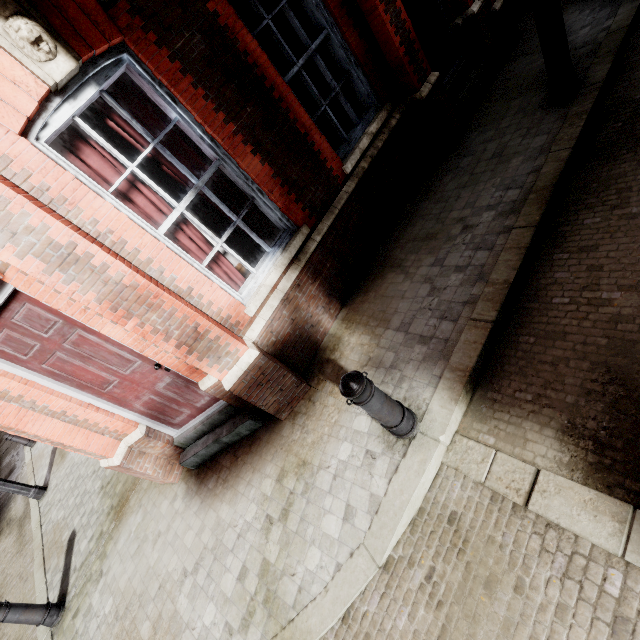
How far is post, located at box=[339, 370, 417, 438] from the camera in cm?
254

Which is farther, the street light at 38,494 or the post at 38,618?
the street light at 38,494

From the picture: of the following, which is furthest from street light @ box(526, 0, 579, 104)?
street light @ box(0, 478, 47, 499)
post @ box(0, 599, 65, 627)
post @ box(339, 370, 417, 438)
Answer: street light @ box(0, 478, 47, 499)

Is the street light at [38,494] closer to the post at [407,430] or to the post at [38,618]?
the post at [38,618]

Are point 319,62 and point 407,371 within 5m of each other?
yes

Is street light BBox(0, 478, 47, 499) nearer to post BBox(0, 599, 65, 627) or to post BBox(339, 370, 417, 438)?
post BBox(0, 599, 65, 627)

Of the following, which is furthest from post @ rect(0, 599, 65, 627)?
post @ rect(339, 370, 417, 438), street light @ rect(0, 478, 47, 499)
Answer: post @ rect(339, 370, 417, 438)

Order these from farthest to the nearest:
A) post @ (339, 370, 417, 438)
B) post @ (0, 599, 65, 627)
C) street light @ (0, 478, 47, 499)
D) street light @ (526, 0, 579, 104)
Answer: street light @ (0, 478, 47, 499), post @ (0, 599, 65, 627), street light @ (526, 0, 579, 104), post @ (339, 370, 417, 438)
